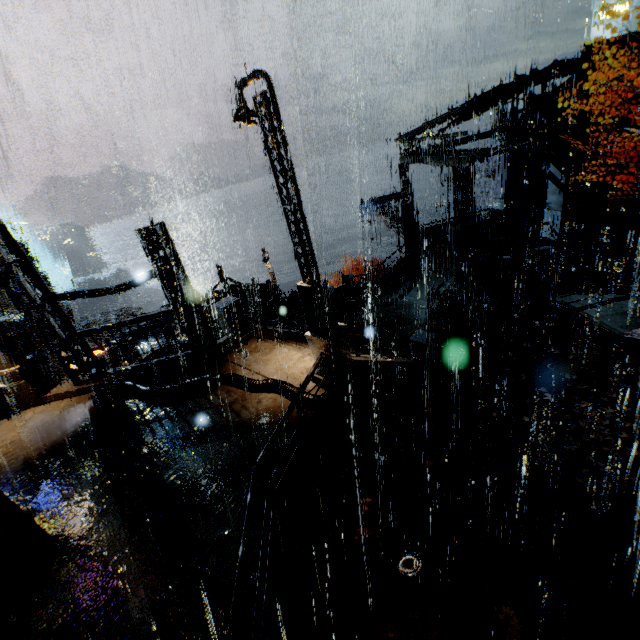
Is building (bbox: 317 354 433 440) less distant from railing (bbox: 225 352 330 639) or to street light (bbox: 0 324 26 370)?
railing (bbox: 225 352 330 639)

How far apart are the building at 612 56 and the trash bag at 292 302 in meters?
18.7 m

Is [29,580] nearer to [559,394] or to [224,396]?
[224,396]

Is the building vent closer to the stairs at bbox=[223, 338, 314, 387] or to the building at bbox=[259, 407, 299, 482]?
the building at bbox=[259, 407, 299, 482]

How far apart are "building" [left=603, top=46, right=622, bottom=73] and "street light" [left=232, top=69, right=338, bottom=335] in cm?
1679

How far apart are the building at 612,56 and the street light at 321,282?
16.8 meters

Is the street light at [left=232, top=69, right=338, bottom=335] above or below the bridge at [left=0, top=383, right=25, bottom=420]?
above

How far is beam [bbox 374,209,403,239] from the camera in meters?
24.4 m
